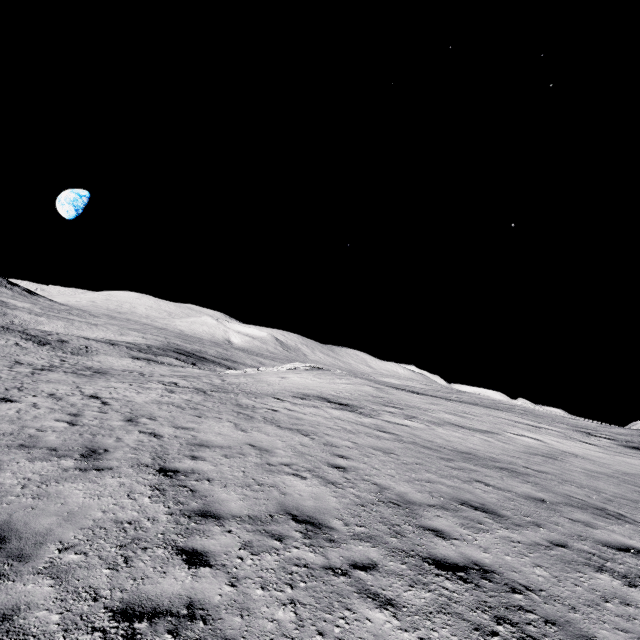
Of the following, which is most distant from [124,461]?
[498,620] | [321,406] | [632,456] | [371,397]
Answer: [632,456]
